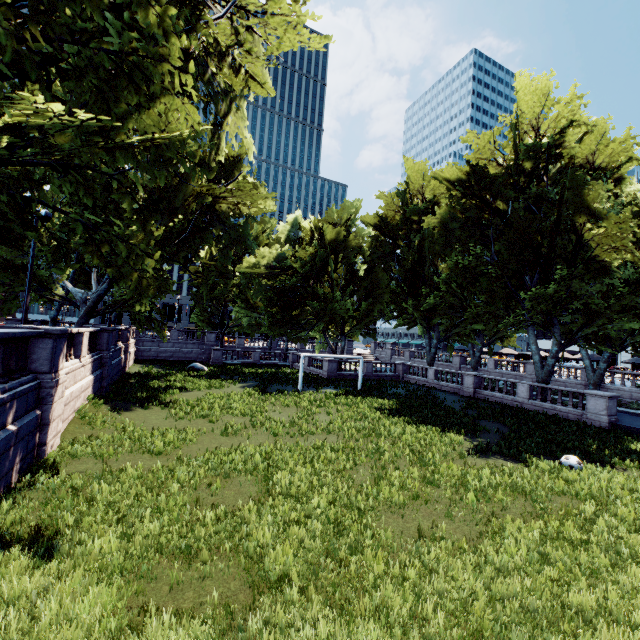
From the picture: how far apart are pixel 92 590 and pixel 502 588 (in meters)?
7.38

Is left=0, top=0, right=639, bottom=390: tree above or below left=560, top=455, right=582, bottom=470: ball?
above

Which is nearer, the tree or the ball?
the tree

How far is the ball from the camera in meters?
12.2

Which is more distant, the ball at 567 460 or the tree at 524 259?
the ball at 567 460

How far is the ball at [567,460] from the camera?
12.2 meters
